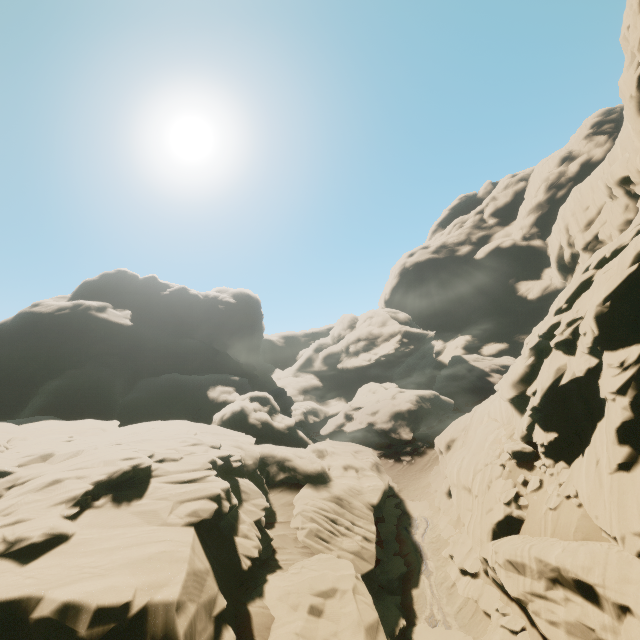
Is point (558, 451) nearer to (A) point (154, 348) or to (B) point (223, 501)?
(B) point (223, 501)

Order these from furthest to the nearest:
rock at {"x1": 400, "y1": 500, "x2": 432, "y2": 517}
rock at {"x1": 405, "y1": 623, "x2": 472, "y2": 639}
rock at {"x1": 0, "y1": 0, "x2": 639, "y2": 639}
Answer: rock at {"x1": 400, "y1": 500, "x2": 432, "y2": 517}, rock at {"x1": 405, "y1": 623, "x2": 472, "y2": 639}, rock at {"x1": 0, "y1": 0, "x2": 639, "y2": 639}

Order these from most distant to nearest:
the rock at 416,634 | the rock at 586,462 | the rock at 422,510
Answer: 1. the rock at 422,510
2. the rock at 416,634
3. the rock at 586,462

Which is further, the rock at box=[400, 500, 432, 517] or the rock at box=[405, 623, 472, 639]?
the rock at box=[400, 500, 432, 517]

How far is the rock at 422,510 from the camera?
25.7m

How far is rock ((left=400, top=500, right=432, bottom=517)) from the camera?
25.7 meters
